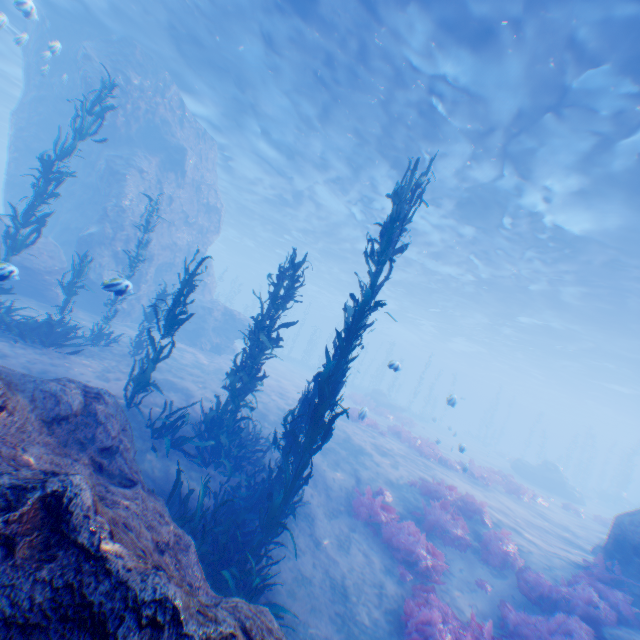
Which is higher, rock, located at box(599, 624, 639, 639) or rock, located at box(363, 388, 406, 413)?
rock, located at box(363, 388, 406, 413)

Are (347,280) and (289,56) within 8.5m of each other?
no

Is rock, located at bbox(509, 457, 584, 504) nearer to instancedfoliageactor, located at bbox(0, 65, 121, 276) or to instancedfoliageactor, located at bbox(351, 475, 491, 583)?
instancedfoliageactor, located at bbox(351, 475, 491, 583)

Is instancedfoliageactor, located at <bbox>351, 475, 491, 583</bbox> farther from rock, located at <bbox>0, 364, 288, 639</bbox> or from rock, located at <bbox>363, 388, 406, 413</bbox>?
rock, located at <bbox>363, 388, 406, 413</bbox>

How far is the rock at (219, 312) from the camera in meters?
20.1 m

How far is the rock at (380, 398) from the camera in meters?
30.7

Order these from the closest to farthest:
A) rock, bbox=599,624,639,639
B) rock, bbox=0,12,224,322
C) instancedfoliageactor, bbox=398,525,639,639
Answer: instancedfoliageactor, bbox=398,525,639,639 < rock, bbox=599,624,639,639 < rock, bbox=0,12,224,322

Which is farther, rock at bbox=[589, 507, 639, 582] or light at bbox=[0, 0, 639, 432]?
light at bbox=[0, 0, 639, 432]
